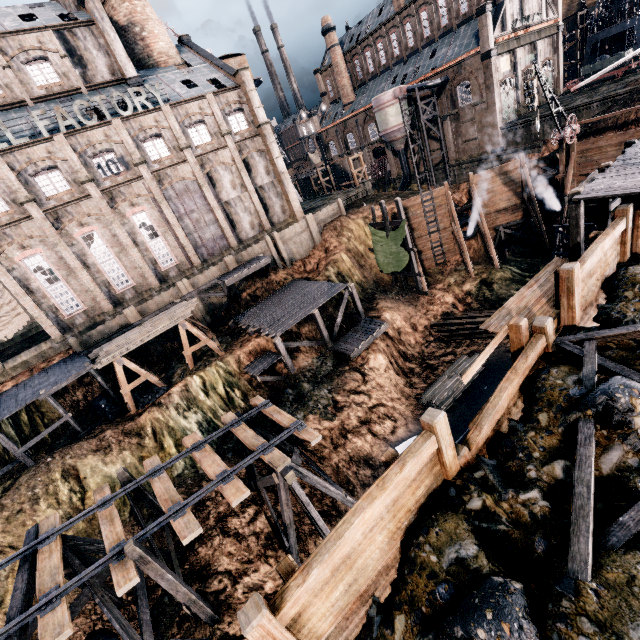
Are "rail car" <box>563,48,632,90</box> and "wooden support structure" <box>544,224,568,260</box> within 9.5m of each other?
no

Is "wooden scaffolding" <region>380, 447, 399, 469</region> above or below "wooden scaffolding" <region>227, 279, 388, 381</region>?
above

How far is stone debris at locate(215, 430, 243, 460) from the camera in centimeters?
2069cm

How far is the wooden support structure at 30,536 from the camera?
12.0m

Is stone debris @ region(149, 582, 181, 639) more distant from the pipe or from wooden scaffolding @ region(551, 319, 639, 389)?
the pipe

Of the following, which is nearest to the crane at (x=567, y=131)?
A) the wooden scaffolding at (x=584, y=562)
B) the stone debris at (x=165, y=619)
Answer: the wooden scaffolding at (x=584, y=562)

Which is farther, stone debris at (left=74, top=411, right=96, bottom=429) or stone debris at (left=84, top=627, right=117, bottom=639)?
stone debris at (left=74, top=411, right=96, bottom=429)

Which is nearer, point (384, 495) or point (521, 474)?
point (384, 495)
